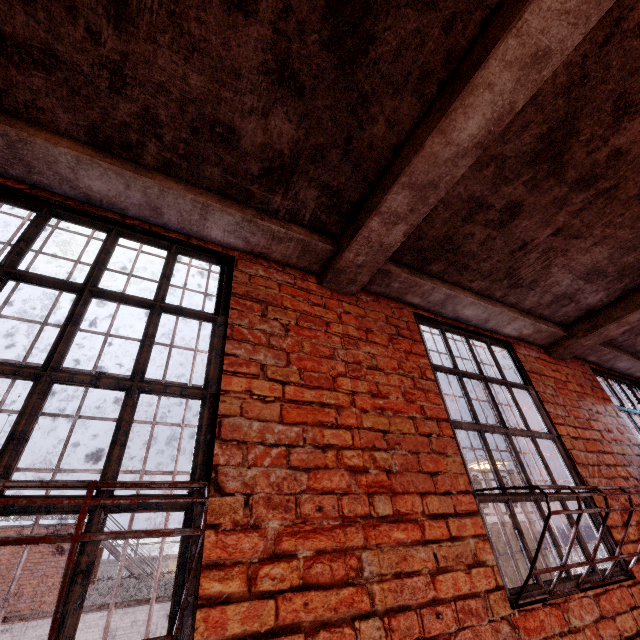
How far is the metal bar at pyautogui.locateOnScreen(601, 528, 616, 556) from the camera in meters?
2.3

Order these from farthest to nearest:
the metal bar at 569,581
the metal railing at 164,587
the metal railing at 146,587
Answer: the metal railing at 164,587
the metal railing at 146,587
the metal bar at 569,581

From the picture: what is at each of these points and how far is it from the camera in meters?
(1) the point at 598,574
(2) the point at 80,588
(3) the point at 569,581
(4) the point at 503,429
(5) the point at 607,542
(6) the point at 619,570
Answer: (1) metal bar, 2.1 m
(2) metal bar, 1.0 m
(3) metal bar, 2.0 m
(4) metal bar, 2.5 m
(5) metal bar, 2.4 m
(6) metal bar, 2.3 m

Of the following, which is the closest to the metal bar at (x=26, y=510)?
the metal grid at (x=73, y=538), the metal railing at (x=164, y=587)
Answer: the metal grid at (x=73, y=538)

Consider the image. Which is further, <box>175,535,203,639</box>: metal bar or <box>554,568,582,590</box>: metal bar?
<box>554,568,582,590</box>: metal bar

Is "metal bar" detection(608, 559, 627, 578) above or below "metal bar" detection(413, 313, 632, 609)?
below

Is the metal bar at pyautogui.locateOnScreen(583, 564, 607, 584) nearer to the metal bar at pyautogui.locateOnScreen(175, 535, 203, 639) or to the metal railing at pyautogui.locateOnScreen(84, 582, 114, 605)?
the metal bar at pyautogui.locateOnScreen(175, 535, 203, 639)
